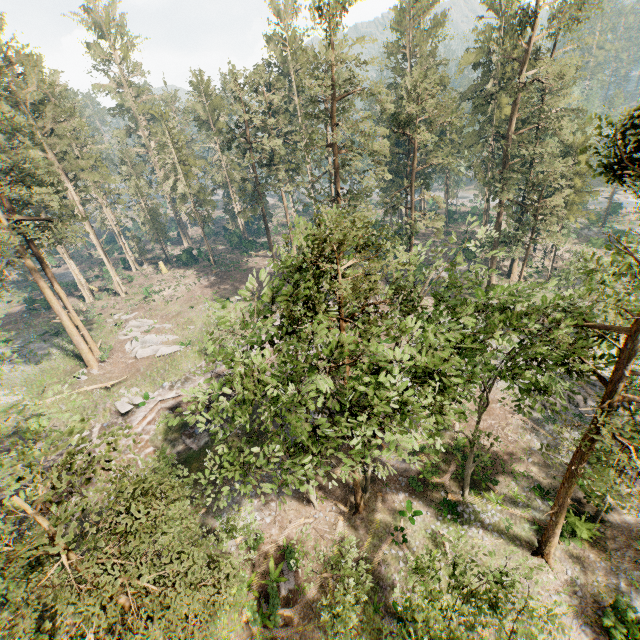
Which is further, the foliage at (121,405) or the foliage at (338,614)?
the foliage at (121,405)

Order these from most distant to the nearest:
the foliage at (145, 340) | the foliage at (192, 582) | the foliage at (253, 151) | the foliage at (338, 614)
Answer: the foliage at (145, 340), the foliage at (338, 614), the foliage at (253, 151), the foliage at (192, 582)

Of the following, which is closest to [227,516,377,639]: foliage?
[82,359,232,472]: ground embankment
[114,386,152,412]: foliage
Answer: [82,359,232,472]: ground embankment

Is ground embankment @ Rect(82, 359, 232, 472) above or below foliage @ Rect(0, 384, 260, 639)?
below

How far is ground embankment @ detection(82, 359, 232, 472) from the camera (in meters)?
26.28

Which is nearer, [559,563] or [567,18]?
[559,563]
